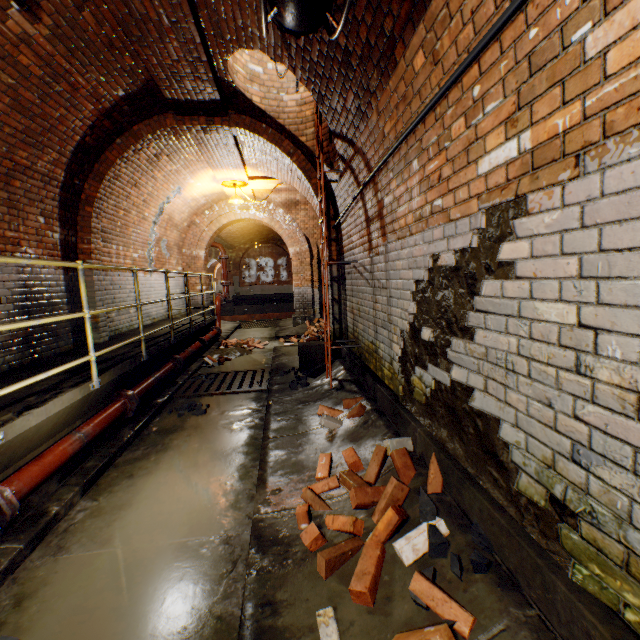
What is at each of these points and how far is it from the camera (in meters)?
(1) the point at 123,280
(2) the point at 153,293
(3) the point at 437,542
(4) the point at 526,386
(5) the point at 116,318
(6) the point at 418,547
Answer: (1) building tunnel, 7.00
(2) building tunnel, 8.62
(3) rock, 1.73
(4) building tunnel, 1.52
(5) building tunnel, 6.65
(6) bricks, 1.83

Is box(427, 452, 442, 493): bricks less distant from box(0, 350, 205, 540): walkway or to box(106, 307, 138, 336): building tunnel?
box(106, 307, 138, 336): building tunnel

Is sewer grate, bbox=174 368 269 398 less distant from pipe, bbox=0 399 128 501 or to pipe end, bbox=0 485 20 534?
pipe, bbox=0 399 128 501

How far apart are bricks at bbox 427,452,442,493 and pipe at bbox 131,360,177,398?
2.8m

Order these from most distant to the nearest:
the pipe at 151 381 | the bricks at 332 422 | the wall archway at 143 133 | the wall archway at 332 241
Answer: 1. the wall archway at 332 241
2. the wall archway at 143 133
3. the pipe at 151 381
4. the bricks at 332 422

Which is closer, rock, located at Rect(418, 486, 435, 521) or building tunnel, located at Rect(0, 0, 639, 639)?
building tunnel, located at Rect(0, 0, 639, 639)

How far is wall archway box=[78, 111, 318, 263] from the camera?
5.3 meters

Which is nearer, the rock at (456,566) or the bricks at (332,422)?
the rock at (456,566)
